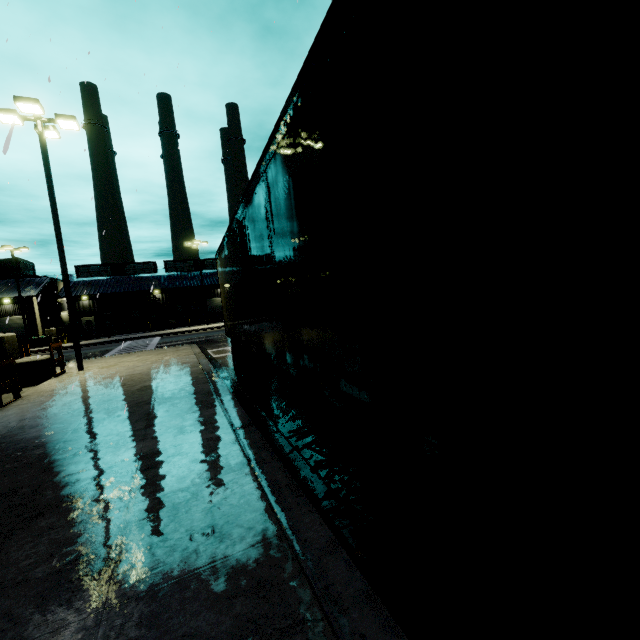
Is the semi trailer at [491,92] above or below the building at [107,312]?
below

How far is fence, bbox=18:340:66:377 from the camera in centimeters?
1180cm

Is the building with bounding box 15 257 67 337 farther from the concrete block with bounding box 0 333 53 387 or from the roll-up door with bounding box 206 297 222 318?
the concrete block with bounding box 0 333 53 387

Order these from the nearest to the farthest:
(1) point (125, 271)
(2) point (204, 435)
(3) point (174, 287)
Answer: (2) point (204, 435), (3) point (174, 287), (1) point (125, 271)

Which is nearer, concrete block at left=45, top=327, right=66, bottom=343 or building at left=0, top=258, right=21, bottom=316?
building at left=0, top=258, right=21, bottom=316

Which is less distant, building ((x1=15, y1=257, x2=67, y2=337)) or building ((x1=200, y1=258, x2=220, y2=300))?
building ((x1=15, y1=257, x2=67, y2=337))

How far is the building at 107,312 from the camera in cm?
4388

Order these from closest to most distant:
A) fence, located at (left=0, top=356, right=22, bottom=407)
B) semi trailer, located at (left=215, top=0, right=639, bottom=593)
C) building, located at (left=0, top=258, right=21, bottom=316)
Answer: semi trailer, located at (left=215, top=0, right=639, bottom=593) < fence, located at (left=0, top=356, right=22, bottom=407) < building, located at (left=0, top=258, right=21, bottom=316)
